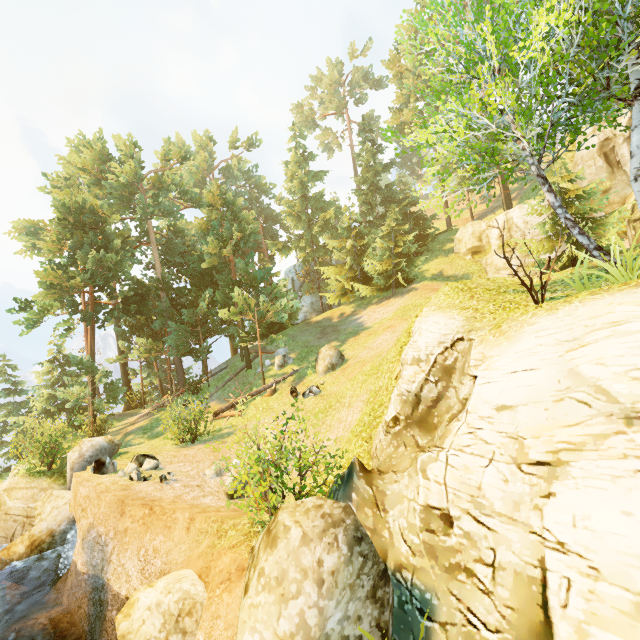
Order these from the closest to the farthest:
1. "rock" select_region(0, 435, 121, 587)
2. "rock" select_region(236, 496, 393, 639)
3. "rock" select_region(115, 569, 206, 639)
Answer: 1. "rock" select_region(236, 496, 393, 639)
2. "rock" select_region(115, 569, 206, 639)
3. "rock" select_region(0, 435, 121, 587)

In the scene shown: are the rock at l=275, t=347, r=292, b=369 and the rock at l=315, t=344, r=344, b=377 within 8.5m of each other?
yes

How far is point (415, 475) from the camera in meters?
6.1 m

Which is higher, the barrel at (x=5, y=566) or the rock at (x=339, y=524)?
the rock at (x=339, y=524)

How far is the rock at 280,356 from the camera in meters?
22.0 m

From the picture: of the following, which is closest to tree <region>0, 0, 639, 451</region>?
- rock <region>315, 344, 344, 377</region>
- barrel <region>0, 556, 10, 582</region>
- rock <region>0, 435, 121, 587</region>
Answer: rock <region>315, 344, 344, 377</region>

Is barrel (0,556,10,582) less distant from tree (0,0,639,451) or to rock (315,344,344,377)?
tree (0,0,639,451)

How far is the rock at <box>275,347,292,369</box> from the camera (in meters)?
22.03
